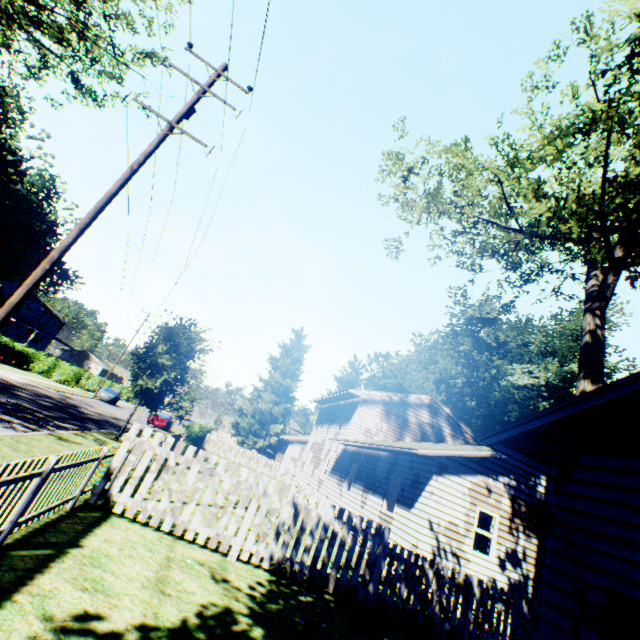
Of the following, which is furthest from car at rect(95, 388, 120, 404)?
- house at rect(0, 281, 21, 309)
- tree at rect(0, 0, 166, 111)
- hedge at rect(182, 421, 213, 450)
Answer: tree at rect(0, 0, 166, 111)

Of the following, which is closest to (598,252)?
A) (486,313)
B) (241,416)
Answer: (486,313)

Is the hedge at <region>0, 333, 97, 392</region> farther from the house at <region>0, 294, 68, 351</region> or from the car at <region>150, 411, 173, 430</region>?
the car at <region>150, 411, 173, 430</region>

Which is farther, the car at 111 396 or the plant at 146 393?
the car at 111 396

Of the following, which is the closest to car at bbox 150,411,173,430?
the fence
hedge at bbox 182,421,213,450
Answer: hedge at bbox 182,421,213,450

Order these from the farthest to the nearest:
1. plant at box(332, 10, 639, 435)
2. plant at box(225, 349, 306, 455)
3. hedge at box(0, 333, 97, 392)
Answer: plant at box(225, 349, 306, 455)
hedge at box(0, 333, 97, 392)
plant at box(332, 10, 639, 435)

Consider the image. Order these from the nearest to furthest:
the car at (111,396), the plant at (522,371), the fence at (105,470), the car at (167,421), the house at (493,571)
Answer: the house at (493,571) < the fence at (105,470) < the plant at (522,371) < the car at (167,421) < the car at (111,396)

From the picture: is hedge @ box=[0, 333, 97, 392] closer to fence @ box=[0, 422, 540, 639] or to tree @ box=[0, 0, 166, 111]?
tree @ box=[0, 0, 166, 111]
